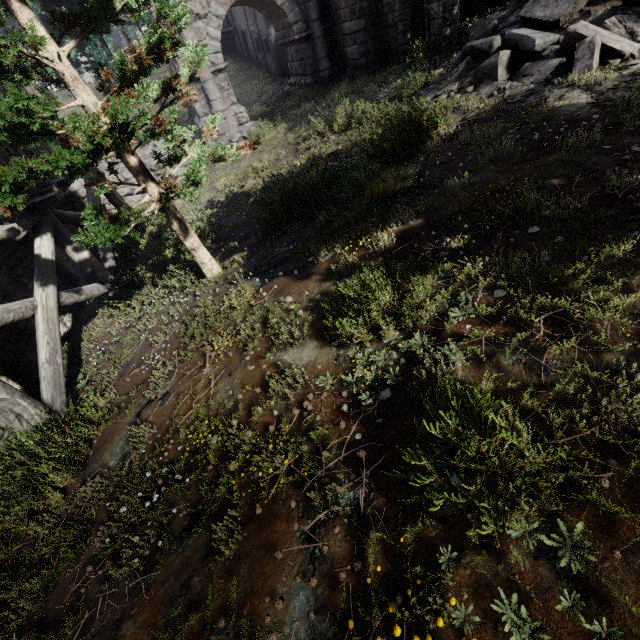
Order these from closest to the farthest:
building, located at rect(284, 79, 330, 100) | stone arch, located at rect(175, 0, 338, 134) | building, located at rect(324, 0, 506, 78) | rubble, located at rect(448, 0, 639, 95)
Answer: rubble, located at rect(448, 0, 639, 95)
building, located at rect(324, 0, 506, 78)
stone arch, located at rect(175, 0, 338, 134)
building, located at rect(284, 79, 330, 100)

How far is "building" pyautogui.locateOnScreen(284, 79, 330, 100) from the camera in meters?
14.9 m

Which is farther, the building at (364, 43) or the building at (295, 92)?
the building at (295, 92)

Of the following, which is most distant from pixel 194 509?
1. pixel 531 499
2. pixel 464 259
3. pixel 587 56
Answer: pixel 587 56

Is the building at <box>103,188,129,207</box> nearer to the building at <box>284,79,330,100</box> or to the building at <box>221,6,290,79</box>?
the building at <box>284,79,330,100</box>

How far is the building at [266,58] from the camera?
20.8 meters

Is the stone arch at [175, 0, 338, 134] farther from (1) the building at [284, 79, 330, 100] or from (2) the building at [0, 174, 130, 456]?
(2) the building at [0, 174, 130, 456]

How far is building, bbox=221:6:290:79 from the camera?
20.81m
